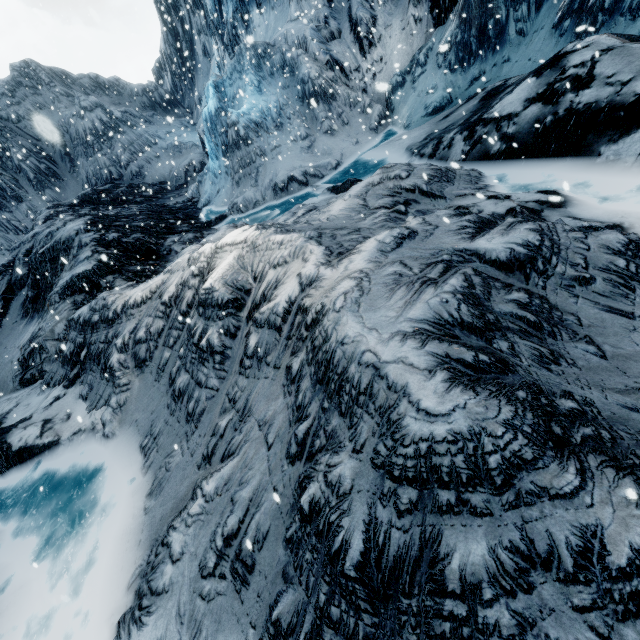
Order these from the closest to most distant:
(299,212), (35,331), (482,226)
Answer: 1. (482,226)
2. (299,212)
3. (35,331)
